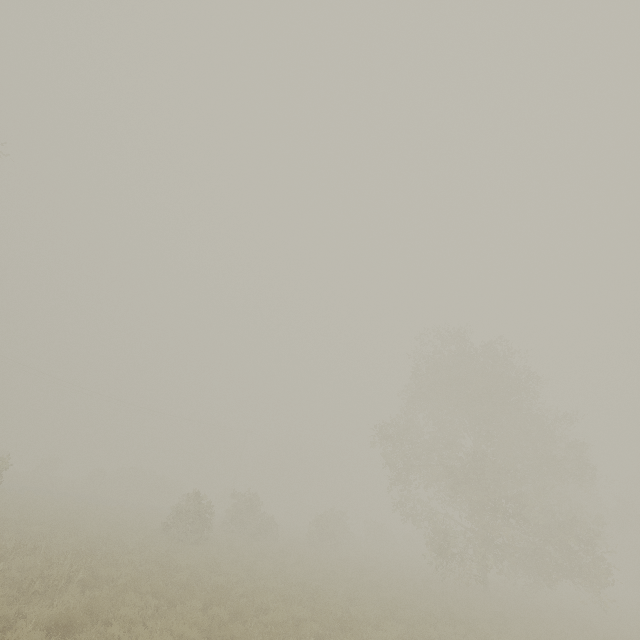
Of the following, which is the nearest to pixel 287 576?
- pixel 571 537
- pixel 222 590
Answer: pixel 222 590
